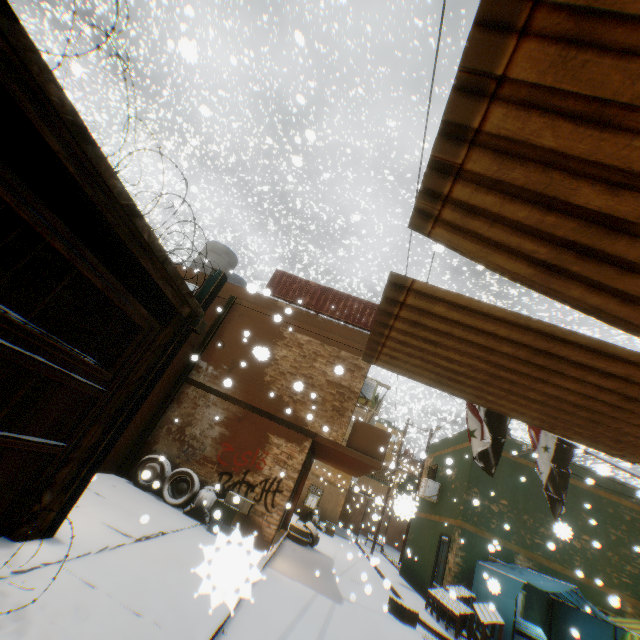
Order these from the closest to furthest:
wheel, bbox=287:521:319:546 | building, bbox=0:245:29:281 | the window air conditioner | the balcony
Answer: building, bbox=0:245:29:281, the balcony, wheel, bbox=287:521:319:546, the window air conditioner

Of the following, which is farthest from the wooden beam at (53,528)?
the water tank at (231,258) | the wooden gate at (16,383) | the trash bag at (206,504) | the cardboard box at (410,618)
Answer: the cardboard box at (410,618)

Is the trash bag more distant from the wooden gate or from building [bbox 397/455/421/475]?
the wooden gate

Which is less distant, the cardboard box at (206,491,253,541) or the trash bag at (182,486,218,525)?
the cardboard box at (206,491,253,541)

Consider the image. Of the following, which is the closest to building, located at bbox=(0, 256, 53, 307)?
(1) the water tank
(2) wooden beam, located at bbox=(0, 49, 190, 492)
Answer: (2) wooden beam, located at bbox=(0, 49, 190, 492)

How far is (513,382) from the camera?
3.1m

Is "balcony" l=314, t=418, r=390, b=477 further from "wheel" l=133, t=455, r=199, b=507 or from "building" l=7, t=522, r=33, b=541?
"wheel" l=133, t=455, r=199, b=507

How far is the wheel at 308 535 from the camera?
13.6m
